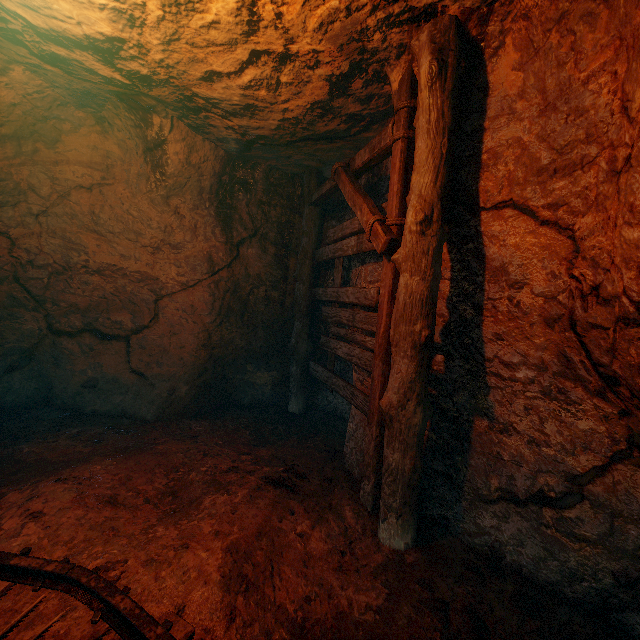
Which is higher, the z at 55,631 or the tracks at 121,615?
the tracks at 121,615

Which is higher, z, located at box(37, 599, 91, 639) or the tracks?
the tracks

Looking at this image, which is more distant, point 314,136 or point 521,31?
point 314,136
